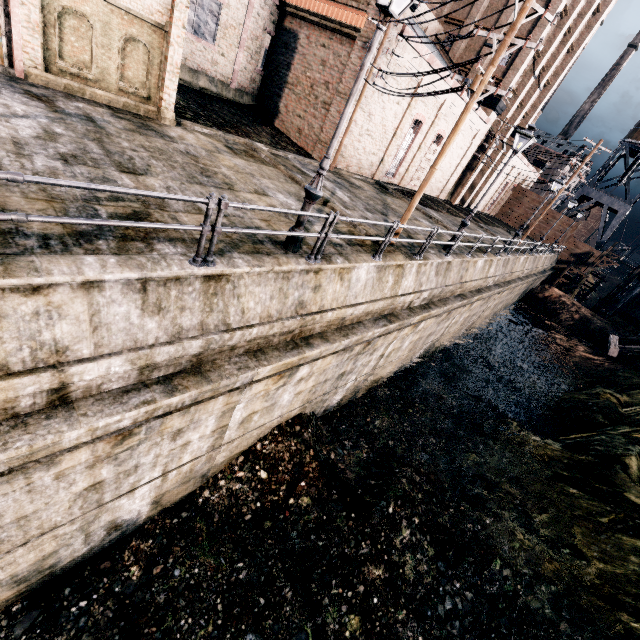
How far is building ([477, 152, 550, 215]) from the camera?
44.03m

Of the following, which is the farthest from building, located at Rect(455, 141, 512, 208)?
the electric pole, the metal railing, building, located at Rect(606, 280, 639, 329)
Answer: building, located at Rect(606, 280, 639, 329)

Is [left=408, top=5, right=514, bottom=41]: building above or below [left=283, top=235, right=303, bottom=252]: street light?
above

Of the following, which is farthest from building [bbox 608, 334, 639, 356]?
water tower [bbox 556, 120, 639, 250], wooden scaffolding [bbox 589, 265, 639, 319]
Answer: water tower [bbox 556, 120, 639, 250]

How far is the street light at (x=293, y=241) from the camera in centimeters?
794cm

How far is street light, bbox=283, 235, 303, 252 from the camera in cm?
794

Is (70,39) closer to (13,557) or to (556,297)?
(13,557)

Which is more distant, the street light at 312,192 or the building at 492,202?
the building at 492,202
